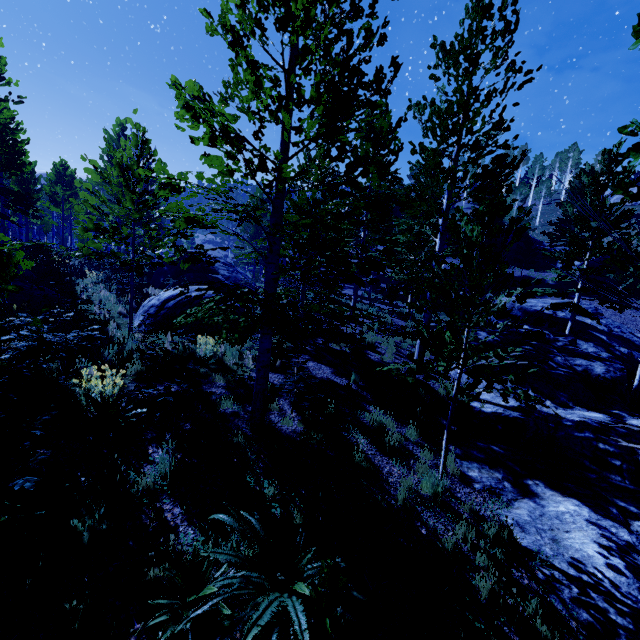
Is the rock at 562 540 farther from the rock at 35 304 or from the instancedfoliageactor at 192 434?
the rock at 35 304

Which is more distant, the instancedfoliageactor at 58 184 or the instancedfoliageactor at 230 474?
the instancedfoliageactor at 230 474

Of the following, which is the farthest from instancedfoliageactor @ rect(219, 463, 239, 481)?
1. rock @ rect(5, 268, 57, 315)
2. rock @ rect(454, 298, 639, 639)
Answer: rock @ rect(5, 268, 57, 315)

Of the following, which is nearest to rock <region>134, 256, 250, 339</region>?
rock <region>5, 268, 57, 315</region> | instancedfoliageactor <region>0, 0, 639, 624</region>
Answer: instancedfoliageactor <region>0, 0, 639, 624</region>

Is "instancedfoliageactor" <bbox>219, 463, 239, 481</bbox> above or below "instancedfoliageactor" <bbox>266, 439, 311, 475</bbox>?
below

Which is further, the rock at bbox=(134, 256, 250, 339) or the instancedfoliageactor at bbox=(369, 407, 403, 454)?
the rock at bbox=(134, 256, 250, 339)

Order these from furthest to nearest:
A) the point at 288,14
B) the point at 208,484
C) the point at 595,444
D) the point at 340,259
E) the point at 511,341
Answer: the point at 511,341 → the point at 595,444 → the point at 340,259 → the point at 208,484 → the point at 288,14
